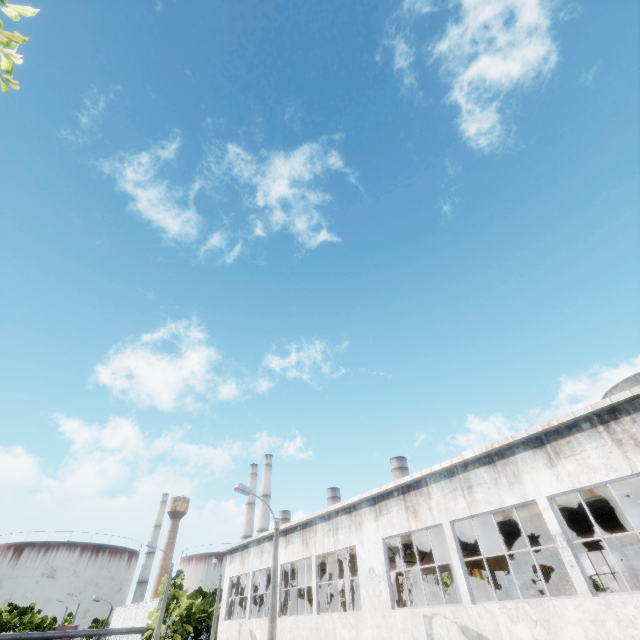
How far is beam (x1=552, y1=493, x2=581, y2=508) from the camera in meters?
12.6

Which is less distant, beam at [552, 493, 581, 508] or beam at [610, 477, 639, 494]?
beam at [610, 477, 639, 494]

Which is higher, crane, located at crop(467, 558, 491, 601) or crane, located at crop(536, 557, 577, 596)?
crane, located at crop(536, 557, 577, 596)

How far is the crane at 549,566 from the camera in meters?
19.6

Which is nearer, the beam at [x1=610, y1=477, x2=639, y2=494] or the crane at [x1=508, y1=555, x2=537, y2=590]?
the beam at [x1=610, y1=477, x2=639, y2=494]

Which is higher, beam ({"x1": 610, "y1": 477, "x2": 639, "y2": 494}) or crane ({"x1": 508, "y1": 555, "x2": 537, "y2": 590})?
beam ({"x1": 610, "y1": 477, "x2": 639, "y2": 494})

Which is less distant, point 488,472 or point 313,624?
point 488,472

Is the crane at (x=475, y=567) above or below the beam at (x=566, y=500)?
below
